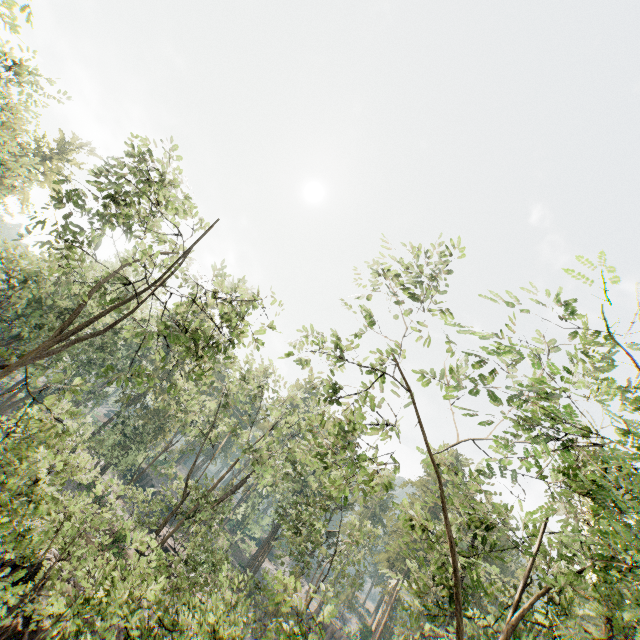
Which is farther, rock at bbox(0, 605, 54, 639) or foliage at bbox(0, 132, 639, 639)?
rock at bbox(0, 605, 54, 639)

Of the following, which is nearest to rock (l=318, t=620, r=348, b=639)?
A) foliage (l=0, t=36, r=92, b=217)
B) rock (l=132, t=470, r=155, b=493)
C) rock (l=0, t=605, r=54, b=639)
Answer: foliage (l=0, t=36, r=92, b=217)

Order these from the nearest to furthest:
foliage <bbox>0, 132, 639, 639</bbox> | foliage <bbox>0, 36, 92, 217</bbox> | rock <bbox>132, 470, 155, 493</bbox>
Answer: foliage <bbox>0, 132, 639, 639</bbox> → foliage <bbox>0, 36, 92, 217</bbox> → rock <bbox>132, 470, 155, 493</bbox>

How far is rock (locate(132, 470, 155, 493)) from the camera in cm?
5209

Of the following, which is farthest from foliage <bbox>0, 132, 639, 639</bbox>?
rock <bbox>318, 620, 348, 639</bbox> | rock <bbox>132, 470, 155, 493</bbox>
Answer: rock <bbox>132, 470, 155, 493</bbox>

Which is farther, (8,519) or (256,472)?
(256,472)

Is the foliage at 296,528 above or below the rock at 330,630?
above

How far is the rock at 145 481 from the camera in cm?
5209
